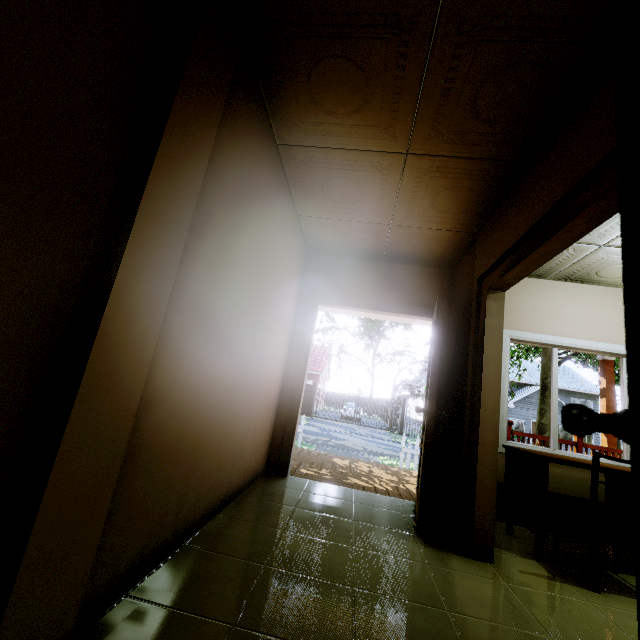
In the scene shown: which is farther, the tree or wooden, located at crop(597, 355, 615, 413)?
the tree

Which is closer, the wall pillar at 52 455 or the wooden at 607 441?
the wall pillar at 52 455

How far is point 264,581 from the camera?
1.7m

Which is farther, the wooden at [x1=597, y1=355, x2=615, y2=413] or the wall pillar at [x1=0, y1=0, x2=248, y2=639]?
the wooden at [x1=597, y1=355, x2=615, y2=413]

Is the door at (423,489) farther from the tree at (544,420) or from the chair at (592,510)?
the tree at (544,420)

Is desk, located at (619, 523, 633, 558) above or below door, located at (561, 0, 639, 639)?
below

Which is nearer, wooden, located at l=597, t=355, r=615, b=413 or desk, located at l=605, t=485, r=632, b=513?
desk, located at l=605, t=485, r=632, b=513

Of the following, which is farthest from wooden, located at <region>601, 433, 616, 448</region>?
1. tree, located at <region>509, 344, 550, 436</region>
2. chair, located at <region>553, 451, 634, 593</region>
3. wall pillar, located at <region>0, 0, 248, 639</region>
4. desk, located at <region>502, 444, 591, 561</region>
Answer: wall pillar, located at <region>0, 0, 248, 639</region>
